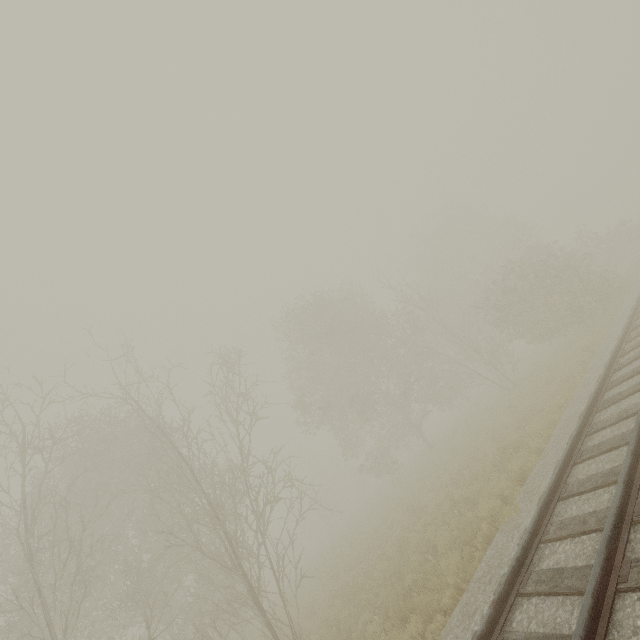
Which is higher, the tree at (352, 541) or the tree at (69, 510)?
the tree at (69, 510)

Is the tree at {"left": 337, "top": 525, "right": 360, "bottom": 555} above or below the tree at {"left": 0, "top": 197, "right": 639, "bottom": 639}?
below

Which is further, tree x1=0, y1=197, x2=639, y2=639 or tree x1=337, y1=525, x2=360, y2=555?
tree x1=337, y1=525, x2=360, y2=555

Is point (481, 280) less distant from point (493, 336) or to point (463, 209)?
point (463, 209)

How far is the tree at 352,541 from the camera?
16.92m

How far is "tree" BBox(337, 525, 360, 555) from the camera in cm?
1692
